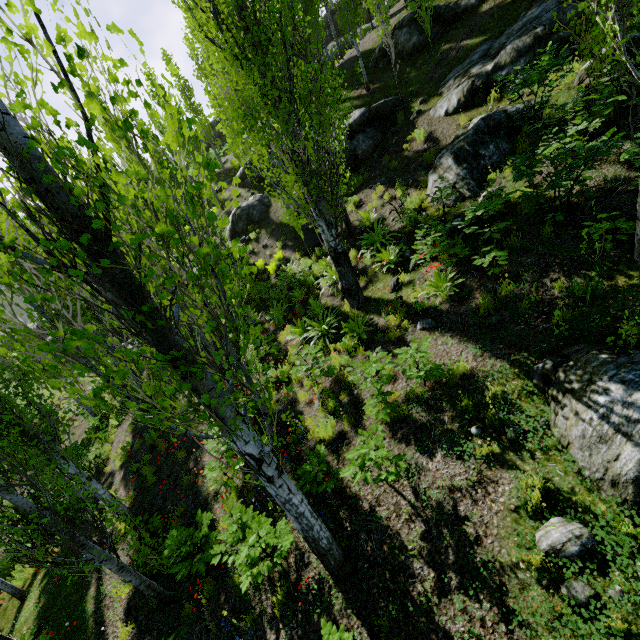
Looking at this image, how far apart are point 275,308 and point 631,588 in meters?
10.7 m

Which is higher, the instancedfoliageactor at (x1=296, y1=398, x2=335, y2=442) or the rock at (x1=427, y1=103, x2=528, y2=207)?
the rock at (x1=427, y1=103, x2=528, y2=207)

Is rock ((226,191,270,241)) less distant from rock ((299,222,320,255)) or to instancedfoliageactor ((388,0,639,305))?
instancedfoliageactor ((388,0,639,305))

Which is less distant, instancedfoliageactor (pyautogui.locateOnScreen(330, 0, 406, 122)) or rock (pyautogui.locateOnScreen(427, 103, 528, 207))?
rock (pyautogui.locateOnScreen(427, 103, 528, 207))

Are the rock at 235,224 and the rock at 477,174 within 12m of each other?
yes

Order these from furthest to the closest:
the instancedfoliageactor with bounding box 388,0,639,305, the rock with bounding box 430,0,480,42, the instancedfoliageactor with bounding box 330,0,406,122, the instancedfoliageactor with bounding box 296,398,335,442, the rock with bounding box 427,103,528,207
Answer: the rock with bounding box 430,0,480,42 < the instancedfoliageactor with bounding box 330,0,406,122 < the rock with bounding box 427,103,528,207 < the instancedfoliageactor with bounding box 296,398,335,442 < the instancedfoliageactor with bounding box 388,0,639,305

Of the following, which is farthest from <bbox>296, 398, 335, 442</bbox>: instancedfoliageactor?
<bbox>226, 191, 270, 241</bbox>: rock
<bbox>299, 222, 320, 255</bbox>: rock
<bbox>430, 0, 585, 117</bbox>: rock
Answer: <bbox>226, 191, 270, 241</bbox>: rock

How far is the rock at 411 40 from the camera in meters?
13.8
